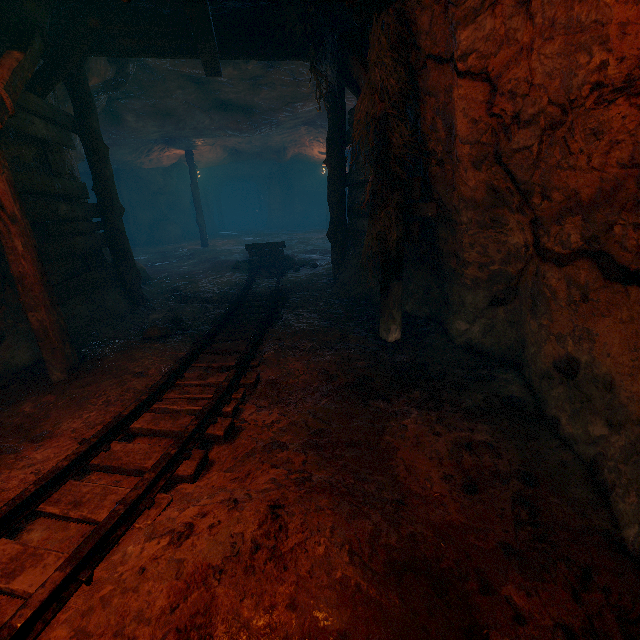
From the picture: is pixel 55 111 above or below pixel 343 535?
above

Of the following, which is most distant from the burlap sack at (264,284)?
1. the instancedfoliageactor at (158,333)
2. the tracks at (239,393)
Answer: the instancedfoliageactor at (158,333)

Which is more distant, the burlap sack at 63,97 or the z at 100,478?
the burlap sack at 63,97

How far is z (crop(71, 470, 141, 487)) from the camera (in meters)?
2.33

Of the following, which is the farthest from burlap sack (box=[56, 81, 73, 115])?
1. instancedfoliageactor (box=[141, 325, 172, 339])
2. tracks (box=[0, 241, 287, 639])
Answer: instancedfoliageactor (box=[141, 325, 172, 339])

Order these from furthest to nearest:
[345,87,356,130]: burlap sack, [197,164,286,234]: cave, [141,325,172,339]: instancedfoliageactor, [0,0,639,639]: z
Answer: [197,164,286,234]: cave → [345,87,356,130]: burlap sack → [141,325,172,339]: instancedfoliageactor → [0,0,639,639]: z

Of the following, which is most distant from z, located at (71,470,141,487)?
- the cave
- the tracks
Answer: the cave
